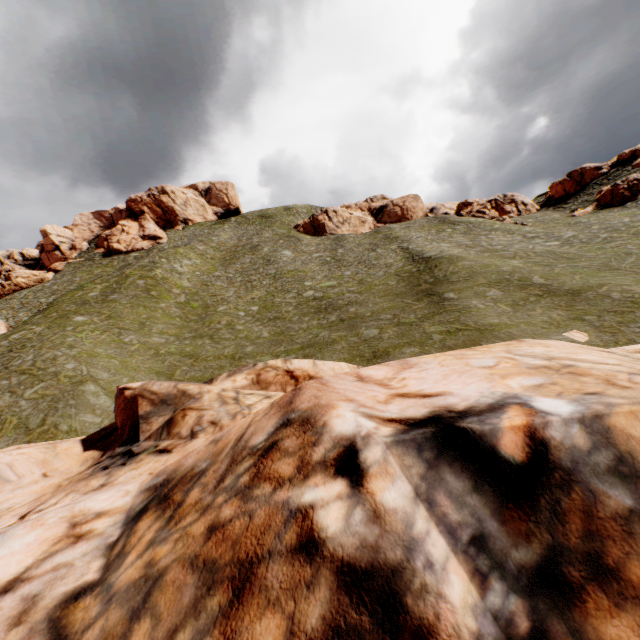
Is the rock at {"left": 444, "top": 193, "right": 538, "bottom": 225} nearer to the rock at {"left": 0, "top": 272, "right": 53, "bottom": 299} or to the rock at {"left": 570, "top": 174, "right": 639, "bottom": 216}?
the rock at {"left": 570, "top": 174, "right": 639, "bottom": 216}

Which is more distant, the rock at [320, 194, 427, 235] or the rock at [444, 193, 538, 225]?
the rock at [320, 194, 427, 235]

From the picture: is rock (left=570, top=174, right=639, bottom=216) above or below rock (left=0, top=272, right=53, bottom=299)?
below

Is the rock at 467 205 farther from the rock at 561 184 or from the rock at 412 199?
the rock at 412 199

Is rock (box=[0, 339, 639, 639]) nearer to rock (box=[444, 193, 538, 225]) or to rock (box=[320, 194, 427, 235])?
rock (box=[320, 194, 427, 235])

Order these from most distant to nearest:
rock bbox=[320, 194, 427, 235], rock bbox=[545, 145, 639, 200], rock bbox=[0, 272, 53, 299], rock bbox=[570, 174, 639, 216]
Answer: rock bbox=[320, 194, 427, 235], rock bbox=[0, 272, 53, 299], rock bbox=[545, 145, 639, 200], rock bbox=[570, 174, 639, 216]

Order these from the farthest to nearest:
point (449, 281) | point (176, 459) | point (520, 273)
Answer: point (449, 281)
point (520, 273)
point (176, 459)

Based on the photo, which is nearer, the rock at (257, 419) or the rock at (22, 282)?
the rock at (257, 419)
